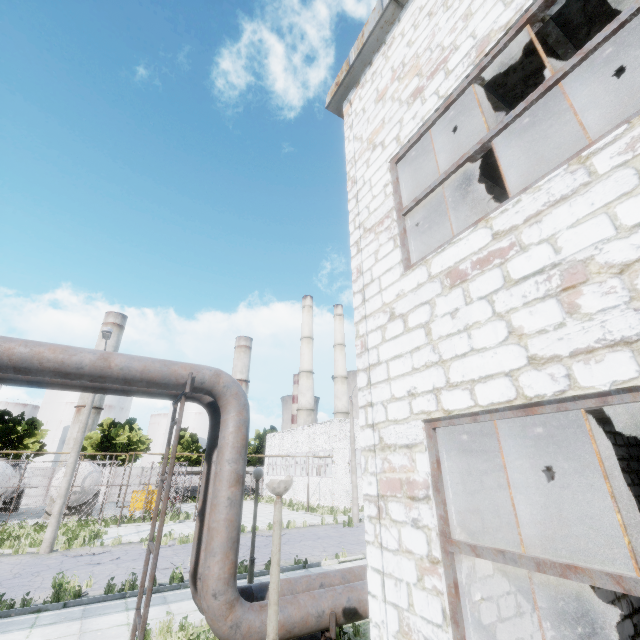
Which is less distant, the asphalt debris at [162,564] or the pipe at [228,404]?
the pipe at [228,404]

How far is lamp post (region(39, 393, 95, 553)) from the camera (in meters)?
14.66

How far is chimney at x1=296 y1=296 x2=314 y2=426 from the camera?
50.75m

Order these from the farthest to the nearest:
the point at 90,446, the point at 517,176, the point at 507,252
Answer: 1. the point at 90,446
2. the point at 517,176
3. the point at 507,252

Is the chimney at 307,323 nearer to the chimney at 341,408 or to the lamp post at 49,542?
the chimney at 341,408

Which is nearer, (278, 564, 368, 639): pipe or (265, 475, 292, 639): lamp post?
(265, 475, 292, 639): lamp post

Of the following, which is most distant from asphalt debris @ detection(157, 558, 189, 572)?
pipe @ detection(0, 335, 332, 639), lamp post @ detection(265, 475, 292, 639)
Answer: lamp post @ detection(265, 475, 292, 639)

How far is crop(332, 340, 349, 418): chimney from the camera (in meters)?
54.44
